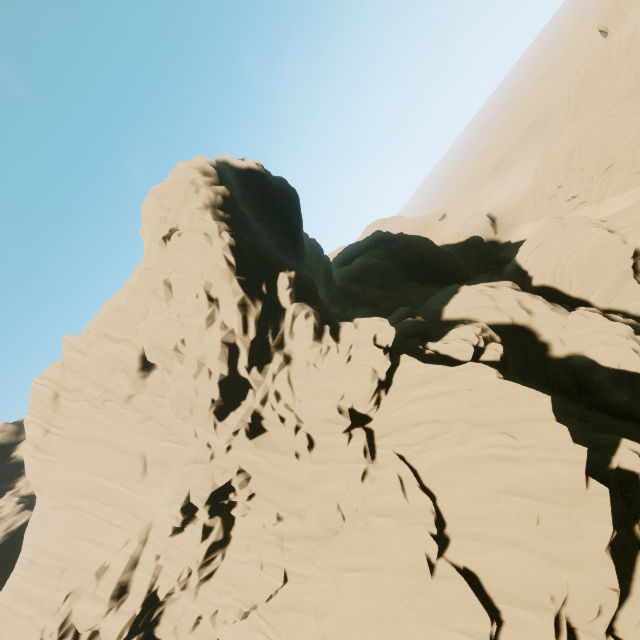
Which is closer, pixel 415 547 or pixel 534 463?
pixel 534 463
